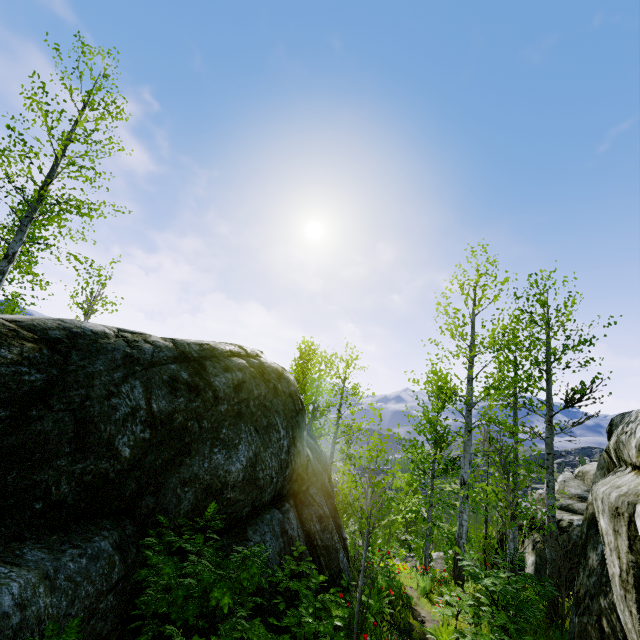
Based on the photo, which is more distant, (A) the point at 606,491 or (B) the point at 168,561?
(A) the point at 606,491

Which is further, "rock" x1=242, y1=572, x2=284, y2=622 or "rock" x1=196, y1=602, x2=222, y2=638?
"rock" x1=242, y1=572, x2=284, y2=622

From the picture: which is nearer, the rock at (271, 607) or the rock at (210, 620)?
the rock at (210, 620)

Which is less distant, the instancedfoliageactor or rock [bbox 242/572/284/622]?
rock [bbox 242/572/284/622]

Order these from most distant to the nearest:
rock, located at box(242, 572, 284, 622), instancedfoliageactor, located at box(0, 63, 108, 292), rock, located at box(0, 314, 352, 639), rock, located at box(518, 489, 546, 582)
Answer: rock, located at box(518, 489, 546, 582) → instancedfoliageactor, located at box(0, 63, 108, 292) → rock, located at box(242, 572, 284, 622) → rock, located at box(0, 314, 352, 639)

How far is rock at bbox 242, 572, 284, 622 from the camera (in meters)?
5.36
